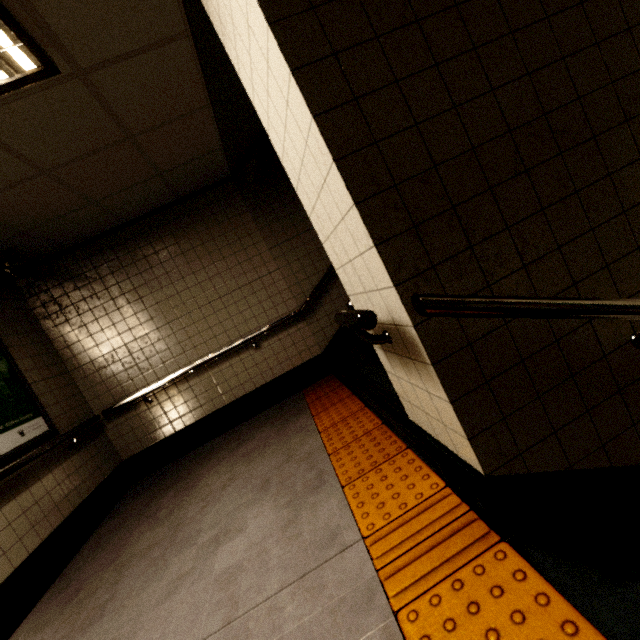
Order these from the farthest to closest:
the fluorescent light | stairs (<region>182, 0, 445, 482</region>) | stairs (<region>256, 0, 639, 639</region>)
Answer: stairs (<region>182, 0, 445, 482</region>) < the fluorescent light < stairs (<region>256, 0, 639, 639</region>)

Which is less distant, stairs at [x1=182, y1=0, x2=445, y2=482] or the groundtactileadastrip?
the groundtactileadastrip

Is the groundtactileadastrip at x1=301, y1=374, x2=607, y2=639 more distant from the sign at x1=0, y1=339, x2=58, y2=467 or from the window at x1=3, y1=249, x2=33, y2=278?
the window at x1=3, y1=249, x2=33, y2=278

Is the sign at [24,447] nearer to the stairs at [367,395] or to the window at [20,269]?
the window at [20,269]

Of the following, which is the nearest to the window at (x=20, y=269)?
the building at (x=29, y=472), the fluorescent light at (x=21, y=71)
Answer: the building at (x=29, y=472)

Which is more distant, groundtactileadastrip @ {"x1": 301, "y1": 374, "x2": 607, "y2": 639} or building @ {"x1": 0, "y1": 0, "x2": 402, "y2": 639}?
building @ {"x1": 0, "y1": 0, "x2": 402, "y2": 639}

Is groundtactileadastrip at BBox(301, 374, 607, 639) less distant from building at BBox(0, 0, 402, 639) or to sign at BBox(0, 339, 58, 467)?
building at BBox(0, 0, 402, 639)

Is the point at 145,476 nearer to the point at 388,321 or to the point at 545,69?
the point at 388,321
